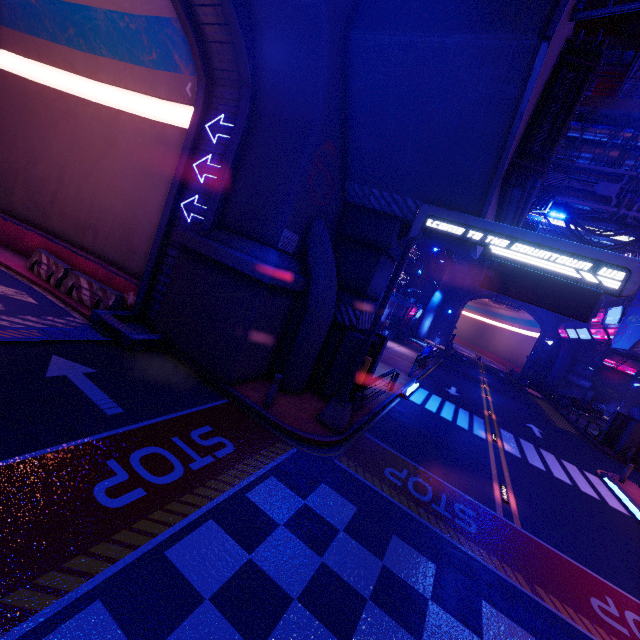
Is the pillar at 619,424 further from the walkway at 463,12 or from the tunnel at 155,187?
the tunnel at 155,187

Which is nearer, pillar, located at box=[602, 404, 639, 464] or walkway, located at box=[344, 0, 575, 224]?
walkway, located at box=[344, 0, 575, 224]

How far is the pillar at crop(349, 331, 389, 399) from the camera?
13.2m

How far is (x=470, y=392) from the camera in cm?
2556

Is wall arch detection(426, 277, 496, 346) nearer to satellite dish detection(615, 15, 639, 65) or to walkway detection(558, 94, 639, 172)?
walkway detection(558, 94, 639, 172)

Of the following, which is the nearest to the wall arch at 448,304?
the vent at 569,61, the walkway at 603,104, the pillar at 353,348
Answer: the walkway at 603,104

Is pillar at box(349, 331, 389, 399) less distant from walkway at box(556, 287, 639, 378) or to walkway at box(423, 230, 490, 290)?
walkway at box(423, 230, 490, 290)

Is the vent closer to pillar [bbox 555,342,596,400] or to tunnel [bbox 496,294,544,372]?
pillar [bbox 555,342,596,400]
